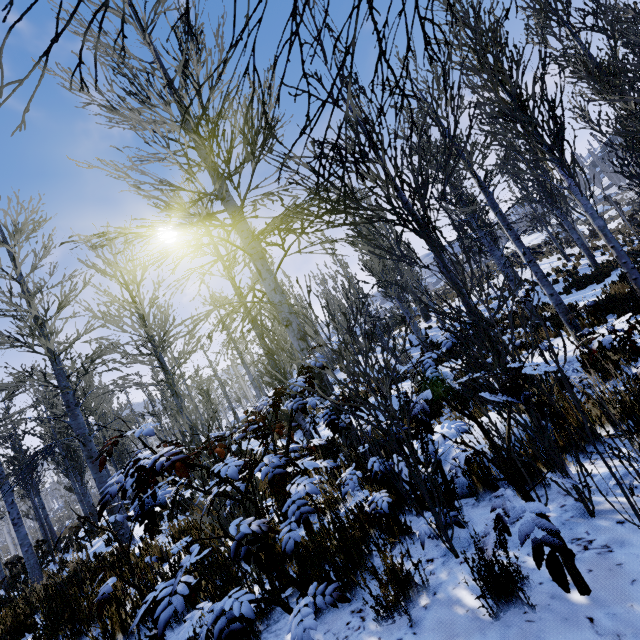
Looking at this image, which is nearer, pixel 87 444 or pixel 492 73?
pixel 492 73
